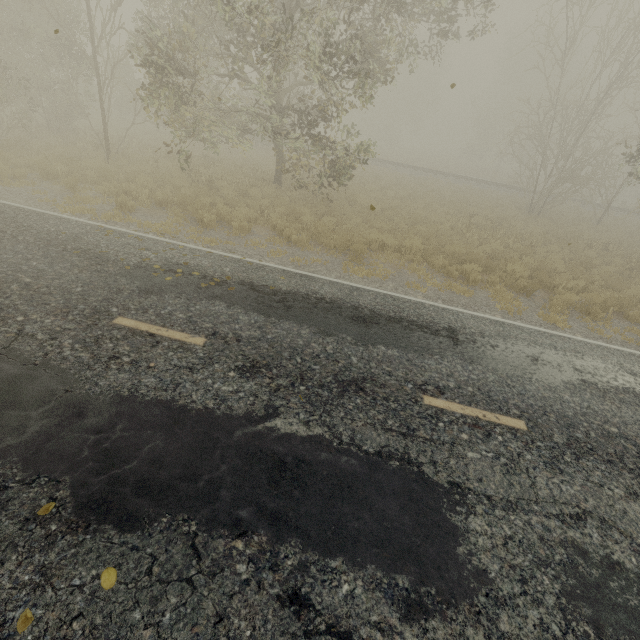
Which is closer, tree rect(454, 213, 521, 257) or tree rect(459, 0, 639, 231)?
tree rect(454, 213, 521, 257)

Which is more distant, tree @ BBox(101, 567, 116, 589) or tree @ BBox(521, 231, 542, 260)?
tree @ BBox(521, 231, 542, 260)

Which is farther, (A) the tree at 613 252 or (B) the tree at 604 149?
(B) the tree at 604 149

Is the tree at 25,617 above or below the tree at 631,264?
below

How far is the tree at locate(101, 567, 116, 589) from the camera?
2.52m

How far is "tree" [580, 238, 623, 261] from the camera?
14.2m

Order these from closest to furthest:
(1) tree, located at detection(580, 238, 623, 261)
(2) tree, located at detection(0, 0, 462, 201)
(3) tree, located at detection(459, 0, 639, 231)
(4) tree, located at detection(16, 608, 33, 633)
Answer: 1. (4) tree, located at detection(16, 608, 33, 633)
2. (2) tree, located at detection(0, 0, 462, 201)
3. (1) tree, located at detection(580, 238, 623, 261)
4. (3) tree, located at detection(459, 0, 639, 231)

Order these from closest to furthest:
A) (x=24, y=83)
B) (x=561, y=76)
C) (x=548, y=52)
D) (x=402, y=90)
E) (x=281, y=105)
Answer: (x=281, y=105) < (x=24, y=83) < (x=561, y=76) < (x=548, y=52) < (x=402, y=90)
